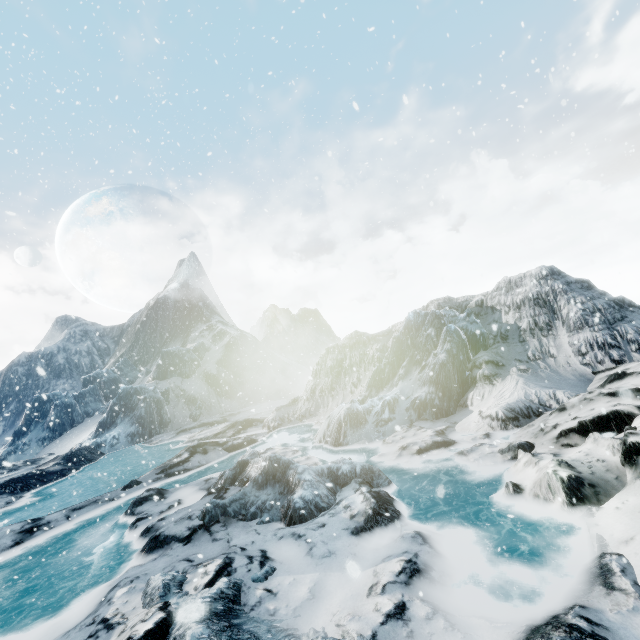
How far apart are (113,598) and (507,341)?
16.2 meters
